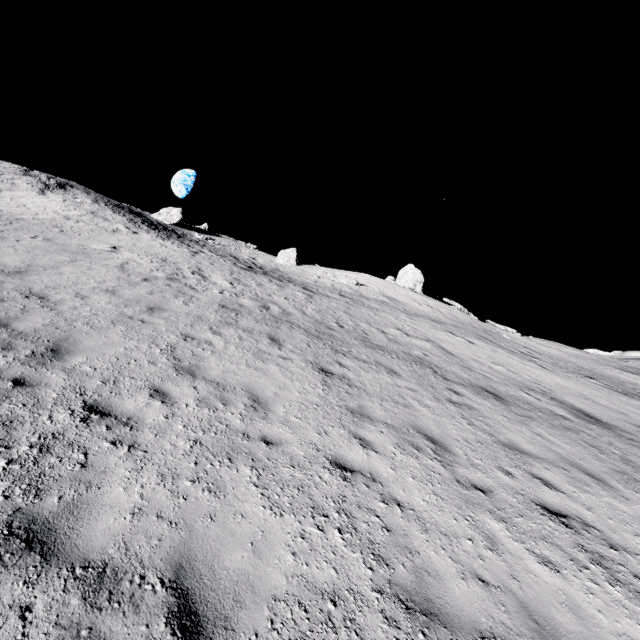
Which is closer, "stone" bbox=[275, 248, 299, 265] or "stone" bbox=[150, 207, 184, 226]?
"stone" bbox=[150, 207, 184, 226]

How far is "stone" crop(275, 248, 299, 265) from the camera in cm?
4144

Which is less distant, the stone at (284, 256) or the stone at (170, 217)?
the stone at (170, 217)

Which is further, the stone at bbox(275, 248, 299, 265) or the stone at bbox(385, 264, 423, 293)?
the stone at bbox(275, 248, 299, 265)

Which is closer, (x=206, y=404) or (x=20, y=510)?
(x=20, y=510)

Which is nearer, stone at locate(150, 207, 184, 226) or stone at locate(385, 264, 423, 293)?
stone at locate(385, 264, 423, 293)

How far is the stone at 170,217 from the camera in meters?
38.3 m

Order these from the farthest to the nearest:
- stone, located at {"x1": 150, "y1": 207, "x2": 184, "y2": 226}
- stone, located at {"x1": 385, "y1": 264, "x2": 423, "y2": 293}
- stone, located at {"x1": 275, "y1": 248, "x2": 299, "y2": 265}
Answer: stone, located at {"x1": 275, "y1": 248, "x2": 299, "y2": 265} → stone, located at {"x1": 150, "y1": 207, "x2": 184, "y2": 226} → stone, located at {"x1": 385, "y1": 264, "x2": 423, "y2": 293}
